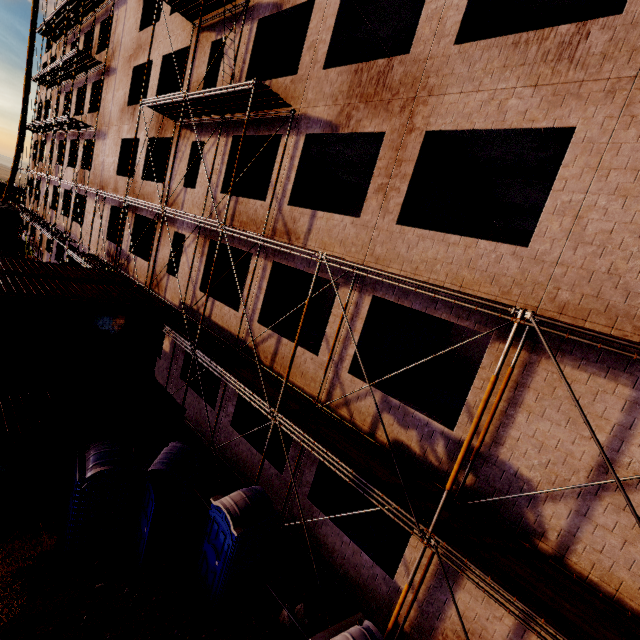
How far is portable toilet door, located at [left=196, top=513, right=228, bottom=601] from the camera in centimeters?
714cm

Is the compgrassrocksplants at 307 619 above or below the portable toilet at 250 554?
below

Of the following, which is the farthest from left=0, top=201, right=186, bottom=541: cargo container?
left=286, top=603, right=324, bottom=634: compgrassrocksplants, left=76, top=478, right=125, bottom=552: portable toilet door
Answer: left=286, top=603, right=324, bottom=634: compgrassrocksplants

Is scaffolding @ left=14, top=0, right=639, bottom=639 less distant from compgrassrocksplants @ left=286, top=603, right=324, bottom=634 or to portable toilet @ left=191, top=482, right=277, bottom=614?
portable toilet @ left=191, top=482, right=277, bottom=614

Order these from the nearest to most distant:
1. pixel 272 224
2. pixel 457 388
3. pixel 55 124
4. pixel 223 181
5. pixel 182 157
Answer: pixel 272 224
pixel 223 181
pixel 457 388
pixel 182 157
pixel 55 124

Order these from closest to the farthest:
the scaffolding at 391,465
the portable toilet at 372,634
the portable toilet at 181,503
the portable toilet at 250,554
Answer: the scaffolding at 391,465 → the portable toilet at 372,634 → the portable toilet at 250,554 → the portable toilet at 181,503

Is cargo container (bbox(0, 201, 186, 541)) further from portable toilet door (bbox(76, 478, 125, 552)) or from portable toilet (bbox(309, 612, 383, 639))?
portable toilet (bbox(309, 612, 383, 639))

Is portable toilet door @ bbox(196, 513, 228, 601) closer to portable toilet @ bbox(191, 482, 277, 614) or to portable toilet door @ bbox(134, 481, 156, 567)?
portable toilet @ bbox(191, 482, 277, 614)
